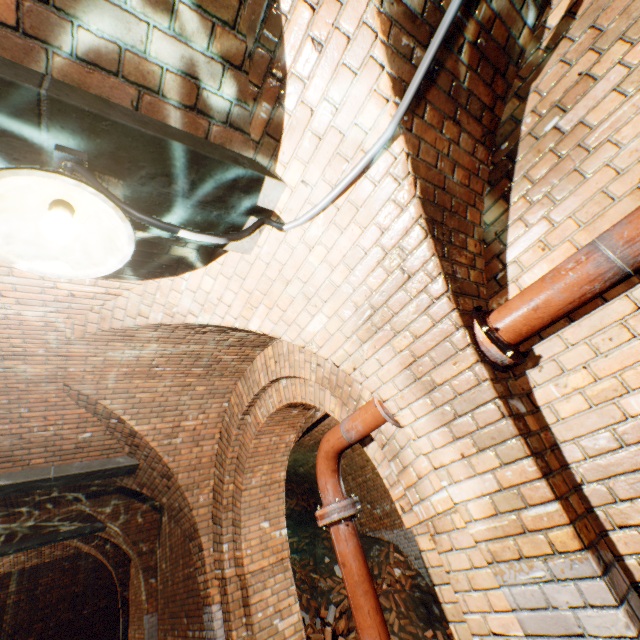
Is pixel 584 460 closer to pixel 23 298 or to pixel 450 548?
pixel 450 548

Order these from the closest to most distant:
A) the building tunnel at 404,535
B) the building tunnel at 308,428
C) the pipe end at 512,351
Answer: the pipe end at 512,351, the building tunnel at 308,428, the building tunnel at 404,535

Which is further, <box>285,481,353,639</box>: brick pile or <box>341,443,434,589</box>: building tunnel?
<box>341,443,434,589</box>: building tunnel

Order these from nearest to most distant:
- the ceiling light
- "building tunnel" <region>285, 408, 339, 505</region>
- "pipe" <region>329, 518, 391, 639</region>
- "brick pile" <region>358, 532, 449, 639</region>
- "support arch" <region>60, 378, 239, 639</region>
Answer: the ceiling light < "pipe" <region>329, 518, 391, 639</region> < "support arch" <region>60, 378, 239, 639</region> < "building tunnel" <region>285, 408, 339, 505</region> < "brick pile" <region>358, 532, 449, 639</region>

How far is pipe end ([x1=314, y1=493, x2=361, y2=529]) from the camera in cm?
253

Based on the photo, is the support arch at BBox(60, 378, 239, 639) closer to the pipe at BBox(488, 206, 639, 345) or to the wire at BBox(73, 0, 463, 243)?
the wire at BBox(73, 0, 463, 243)

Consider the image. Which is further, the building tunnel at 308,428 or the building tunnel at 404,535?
the building tunnel at 404,535

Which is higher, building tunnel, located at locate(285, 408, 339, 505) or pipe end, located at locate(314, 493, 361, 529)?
building tunnel, located at locate(285, 408, 339, 505)
